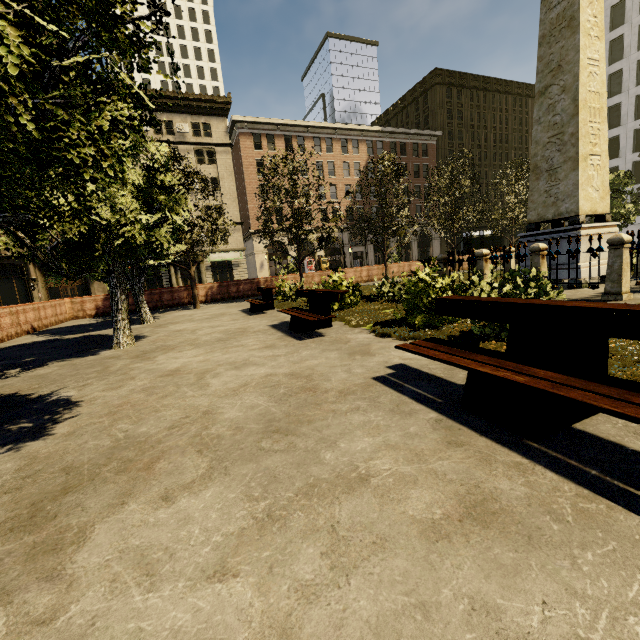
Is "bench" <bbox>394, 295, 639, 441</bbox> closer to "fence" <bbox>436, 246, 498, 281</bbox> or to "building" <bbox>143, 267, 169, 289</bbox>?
"fence" <bbox>436, 246, 498, 281</bbox>

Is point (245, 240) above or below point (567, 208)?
above

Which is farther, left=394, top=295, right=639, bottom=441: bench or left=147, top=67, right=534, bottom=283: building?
left=147, top=67, right=534, bottom=283: building

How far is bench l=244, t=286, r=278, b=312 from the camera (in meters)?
11.83

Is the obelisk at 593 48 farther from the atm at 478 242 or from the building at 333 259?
the building at 333 259

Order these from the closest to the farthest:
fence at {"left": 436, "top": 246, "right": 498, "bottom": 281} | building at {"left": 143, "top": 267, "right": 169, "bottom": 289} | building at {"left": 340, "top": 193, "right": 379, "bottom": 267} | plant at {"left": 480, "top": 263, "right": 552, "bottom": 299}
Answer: plant at {"left": 480, "top": 263, "right": 552, "bottom": 299} < fence at {"left": 436, "top": 246, "right": 498, "bottom": 281} < building at {"left": 143, "top": 267, "right": 169, "bottom": 289} < building at {"left": 340, "top": 193, "right": 379, "bottom": 267}

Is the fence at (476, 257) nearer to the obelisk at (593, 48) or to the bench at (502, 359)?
the obelisk at (593, 48)

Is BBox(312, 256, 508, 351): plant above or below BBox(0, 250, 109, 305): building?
below
